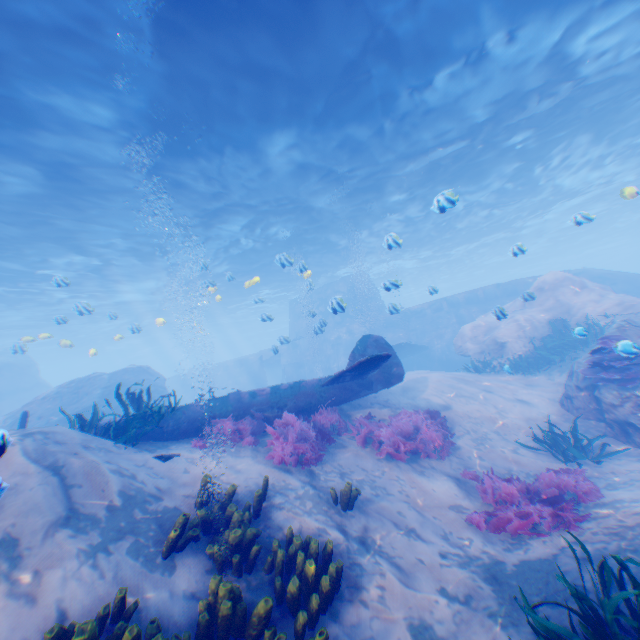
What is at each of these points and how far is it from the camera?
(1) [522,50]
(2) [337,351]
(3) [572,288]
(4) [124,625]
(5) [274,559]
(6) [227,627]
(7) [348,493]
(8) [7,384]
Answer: (1) light, 10.95m
(2) submarine, 27.36m
(3) rock, 16.80m
(4) instancedfoliageactor, 3.27m
(5) instancedfoliageactor, 4.62m
(6) instancedfoliageactor, 3.62m
(7) instancedfoliageactor, 5.95m
(8) rock, 25.97m

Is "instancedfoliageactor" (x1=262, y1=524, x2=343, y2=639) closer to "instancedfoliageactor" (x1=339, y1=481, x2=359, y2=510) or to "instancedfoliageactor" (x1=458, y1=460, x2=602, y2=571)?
"instancedfoliageactor" (x1=339, y1=481, x2=359, y2=510)

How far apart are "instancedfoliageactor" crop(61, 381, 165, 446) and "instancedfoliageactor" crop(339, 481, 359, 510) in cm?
446

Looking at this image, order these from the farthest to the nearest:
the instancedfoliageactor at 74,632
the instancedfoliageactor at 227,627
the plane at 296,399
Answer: the plane at 296,399 < the instancedfoliageactor at 227,627 < the instancedfoliageactor at 74,632

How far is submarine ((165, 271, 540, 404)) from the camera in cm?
2397

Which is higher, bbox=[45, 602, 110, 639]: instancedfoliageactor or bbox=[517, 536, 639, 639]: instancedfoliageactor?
bbox=[45, 602, 110, 639]: instancedfoliageactor

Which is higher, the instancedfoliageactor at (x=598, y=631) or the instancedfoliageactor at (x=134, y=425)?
the instancedfoliageactor at (x=134, y=425)

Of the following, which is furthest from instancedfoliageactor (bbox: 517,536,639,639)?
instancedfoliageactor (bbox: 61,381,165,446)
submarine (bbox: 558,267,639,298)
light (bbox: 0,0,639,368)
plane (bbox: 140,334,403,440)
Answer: light (bbox: 0,0,639,368)
